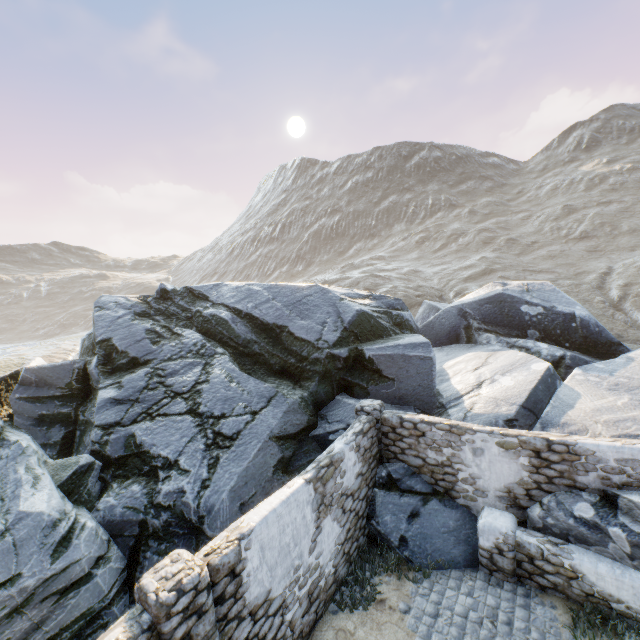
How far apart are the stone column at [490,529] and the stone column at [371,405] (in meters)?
2.53

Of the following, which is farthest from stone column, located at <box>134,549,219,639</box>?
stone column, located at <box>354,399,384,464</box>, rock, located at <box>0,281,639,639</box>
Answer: stone column, located at <box>354,399,384,464</box>

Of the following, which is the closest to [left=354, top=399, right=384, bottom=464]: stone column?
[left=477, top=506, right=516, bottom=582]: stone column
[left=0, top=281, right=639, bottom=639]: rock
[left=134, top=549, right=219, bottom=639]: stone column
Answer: [left=0, top=281, right=639, bottom=639]: rock

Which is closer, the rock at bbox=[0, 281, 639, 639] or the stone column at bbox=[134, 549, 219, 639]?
the stone column at bbox=[134, 549, 219, 639]

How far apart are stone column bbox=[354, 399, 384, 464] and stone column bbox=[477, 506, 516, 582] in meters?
2.5

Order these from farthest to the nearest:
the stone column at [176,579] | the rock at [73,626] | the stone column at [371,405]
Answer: the stone column at [371,405] → the rock at [73,626] → the stone column at [176,579]

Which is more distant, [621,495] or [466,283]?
[466,283]

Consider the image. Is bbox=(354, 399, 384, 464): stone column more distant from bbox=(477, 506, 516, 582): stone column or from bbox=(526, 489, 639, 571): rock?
bbox=(477, 506, 516, 582): stone column
